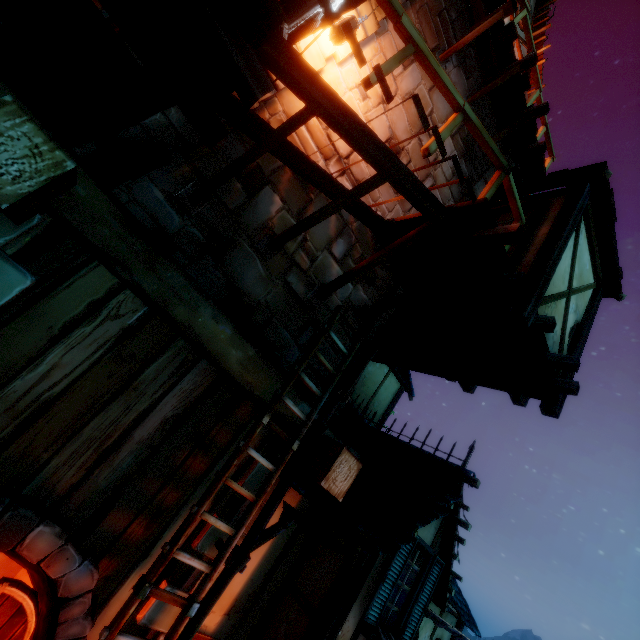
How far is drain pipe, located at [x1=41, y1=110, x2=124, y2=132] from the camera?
2.8m

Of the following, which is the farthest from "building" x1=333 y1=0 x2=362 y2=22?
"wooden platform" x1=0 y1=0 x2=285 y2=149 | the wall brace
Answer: the wall brace

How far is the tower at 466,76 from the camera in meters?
6.0

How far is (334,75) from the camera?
4.5m

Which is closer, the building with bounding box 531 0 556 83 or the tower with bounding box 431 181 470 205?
the tower with bounding box 431 181 470 205

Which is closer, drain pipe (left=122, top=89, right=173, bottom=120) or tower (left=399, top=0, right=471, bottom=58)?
drain pipe (left=122, top=89, right=173, bottom=120)

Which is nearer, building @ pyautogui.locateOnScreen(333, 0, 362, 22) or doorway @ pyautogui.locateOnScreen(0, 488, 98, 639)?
doorway @ pyautogui.locateOnScreen(0, 488, 98, 639)

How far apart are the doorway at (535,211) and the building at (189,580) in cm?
482
